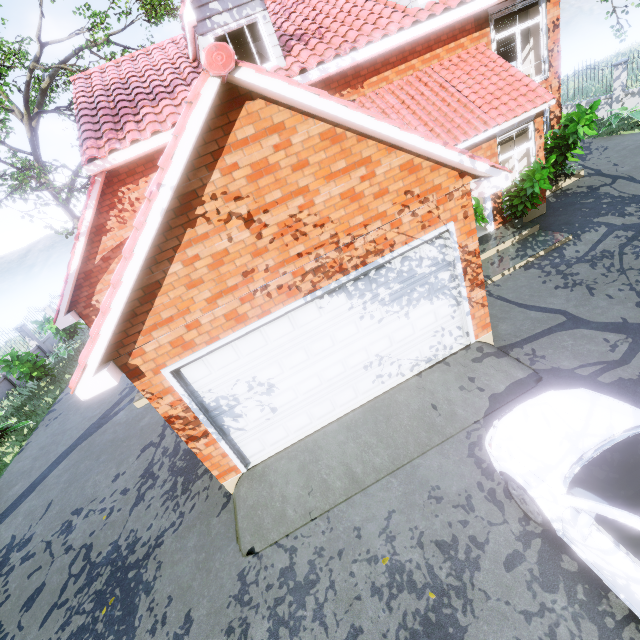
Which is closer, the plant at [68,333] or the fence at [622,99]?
the fence at [622,99]

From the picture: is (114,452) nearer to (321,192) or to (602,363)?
(321,192)

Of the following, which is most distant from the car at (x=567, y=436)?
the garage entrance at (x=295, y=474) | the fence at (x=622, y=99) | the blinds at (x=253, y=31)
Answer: the blinds at (x=253, y=31)

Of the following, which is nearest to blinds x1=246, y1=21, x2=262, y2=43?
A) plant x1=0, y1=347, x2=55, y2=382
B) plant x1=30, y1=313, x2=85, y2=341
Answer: plant x1=0, y1=347, x2=55, y2=382

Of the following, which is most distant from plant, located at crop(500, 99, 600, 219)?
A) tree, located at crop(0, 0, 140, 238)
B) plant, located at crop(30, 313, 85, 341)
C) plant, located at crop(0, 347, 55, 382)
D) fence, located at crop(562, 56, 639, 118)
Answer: plant, located at crop(30, 313, 85, 341)

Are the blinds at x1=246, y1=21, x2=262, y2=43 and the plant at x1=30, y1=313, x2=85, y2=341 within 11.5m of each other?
no

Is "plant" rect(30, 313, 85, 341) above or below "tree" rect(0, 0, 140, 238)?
below

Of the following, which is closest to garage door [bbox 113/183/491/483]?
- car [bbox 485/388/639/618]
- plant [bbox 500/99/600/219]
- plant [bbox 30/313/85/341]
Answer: car [bbox 485/388/639/618]
